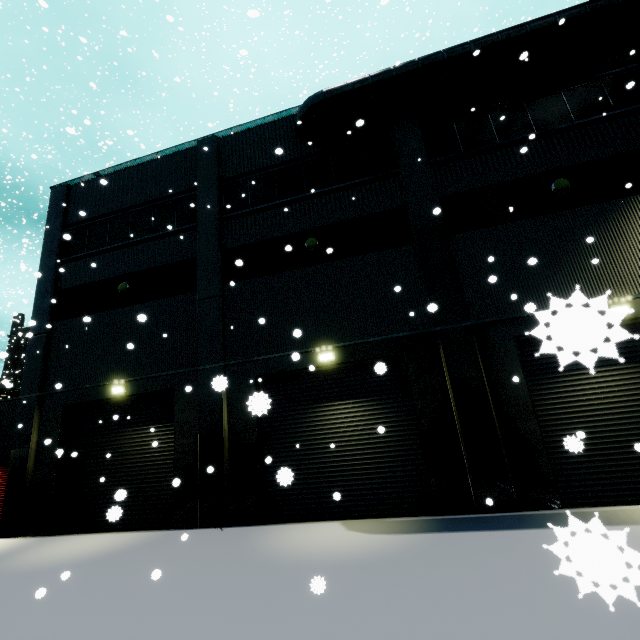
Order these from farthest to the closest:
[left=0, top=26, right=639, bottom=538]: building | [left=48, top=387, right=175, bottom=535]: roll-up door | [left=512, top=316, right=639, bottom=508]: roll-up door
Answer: [left=48, top=387, right=175, bottom=535]: roll-up door
[left=0, top=26, right=639, bottom=538]: building
[left=512, top=316, right=639, bottom=508]: roll-up door

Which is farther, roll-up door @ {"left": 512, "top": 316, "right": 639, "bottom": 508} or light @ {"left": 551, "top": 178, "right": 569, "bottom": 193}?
light @ {"left": 551, "top": 178, "right": 569, "bottom": 193}

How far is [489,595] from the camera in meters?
4.7 m

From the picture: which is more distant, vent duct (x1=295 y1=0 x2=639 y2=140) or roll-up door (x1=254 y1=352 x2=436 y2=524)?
vent duct (x1=295 y1=0 x2=639 y2=140)

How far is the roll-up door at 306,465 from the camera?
9.15m

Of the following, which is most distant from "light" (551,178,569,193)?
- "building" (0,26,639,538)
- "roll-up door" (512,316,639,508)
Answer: "roll-up door" (512,316,639,508)

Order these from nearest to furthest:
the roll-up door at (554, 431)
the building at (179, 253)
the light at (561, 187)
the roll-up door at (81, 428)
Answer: the roll-up door at (554, 431) < the building at (179, 253) < the light at (561, 187) < the roll-up door at (81, 428)
